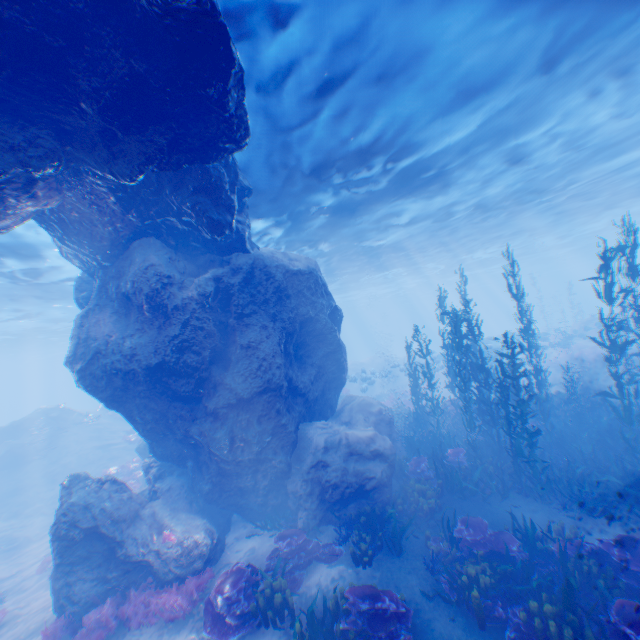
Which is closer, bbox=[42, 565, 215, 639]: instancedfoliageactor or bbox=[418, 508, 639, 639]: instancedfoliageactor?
bbox=[418, 508, 639, 639]: instancedfoliageactor

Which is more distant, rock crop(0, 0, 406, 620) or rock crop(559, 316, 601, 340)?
rock crop(559, 316, 601, 340)

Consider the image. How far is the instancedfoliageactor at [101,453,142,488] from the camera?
17.8 meters

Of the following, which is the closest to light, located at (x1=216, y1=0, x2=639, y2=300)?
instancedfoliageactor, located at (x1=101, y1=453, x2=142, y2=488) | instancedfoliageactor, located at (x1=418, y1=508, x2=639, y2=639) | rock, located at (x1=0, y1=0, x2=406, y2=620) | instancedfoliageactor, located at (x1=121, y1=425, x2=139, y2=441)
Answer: rock, located at (x1=0, y1=0, x2=406, y2=620)

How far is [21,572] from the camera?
14.38m

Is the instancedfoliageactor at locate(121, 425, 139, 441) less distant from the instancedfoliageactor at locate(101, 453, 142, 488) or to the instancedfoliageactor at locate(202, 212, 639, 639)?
the instancedfoliageactor at locate(101, 453, 142, 488)

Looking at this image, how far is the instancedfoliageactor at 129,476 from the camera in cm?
1783

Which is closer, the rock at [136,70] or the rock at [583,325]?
the rock at [136,70]
